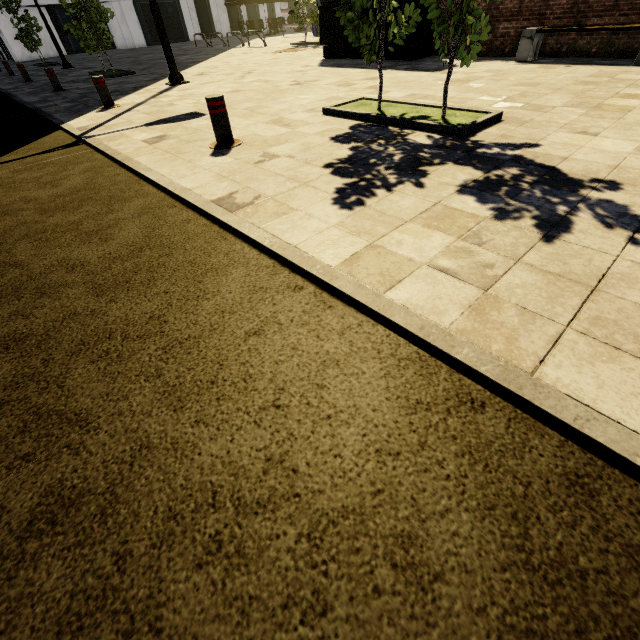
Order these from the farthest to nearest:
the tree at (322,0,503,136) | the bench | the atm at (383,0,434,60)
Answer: the atm at (383,0,434,60) < the bench < the tree at (322,0,503,136)

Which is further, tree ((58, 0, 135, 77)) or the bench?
tree ((58, 0, 135, 77))

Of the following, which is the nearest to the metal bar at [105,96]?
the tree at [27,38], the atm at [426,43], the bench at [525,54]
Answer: the tree at [27,38]

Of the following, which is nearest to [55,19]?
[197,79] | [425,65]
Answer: [197,79]

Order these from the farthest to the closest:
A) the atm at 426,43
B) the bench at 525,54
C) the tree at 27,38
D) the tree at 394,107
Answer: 1. the tree at 27,38
2. the atm at 426,43
3. the bench at 525,54
4. the tree at 394,107

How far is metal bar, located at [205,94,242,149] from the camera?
4.0m

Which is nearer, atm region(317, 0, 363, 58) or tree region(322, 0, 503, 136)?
tree region(322, 0, 503, 136)

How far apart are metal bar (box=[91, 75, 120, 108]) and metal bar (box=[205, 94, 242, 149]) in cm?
455
